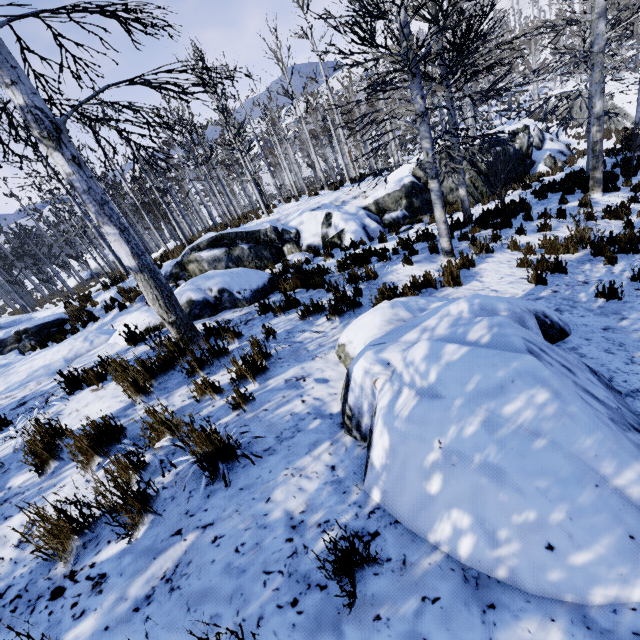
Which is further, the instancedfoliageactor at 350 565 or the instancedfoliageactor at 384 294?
the instancedfoliageactor at 384 294

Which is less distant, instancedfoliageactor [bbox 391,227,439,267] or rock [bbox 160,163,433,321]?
rock [bbox 160,163,433,321]

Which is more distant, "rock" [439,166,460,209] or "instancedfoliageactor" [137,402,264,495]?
"rock" [439,166,460,209]

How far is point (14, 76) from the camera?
3.3 meters

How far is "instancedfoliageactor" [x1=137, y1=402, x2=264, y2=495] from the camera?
2.5m

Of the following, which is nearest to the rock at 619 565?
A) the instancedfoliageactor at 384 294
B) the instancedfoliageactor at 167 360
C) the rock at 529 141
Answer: the instancedfoliageactor at 384 294

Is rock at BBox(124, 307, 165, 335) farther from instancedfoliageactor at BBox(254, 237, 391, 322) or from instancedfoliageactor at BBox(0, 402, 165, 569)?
instancedfoliageactor at BBox(0, 402, 165, 569)

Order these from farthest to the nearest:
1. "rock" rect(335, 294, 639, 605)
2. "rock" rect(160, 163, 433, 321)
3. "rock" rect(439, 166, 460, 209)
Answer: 1. "rock" rect(439, 166, 460, 209)
2. "rock" rect(160, 163, 433, 321)
3. "rock" rect(335, 294, 639, 605)
